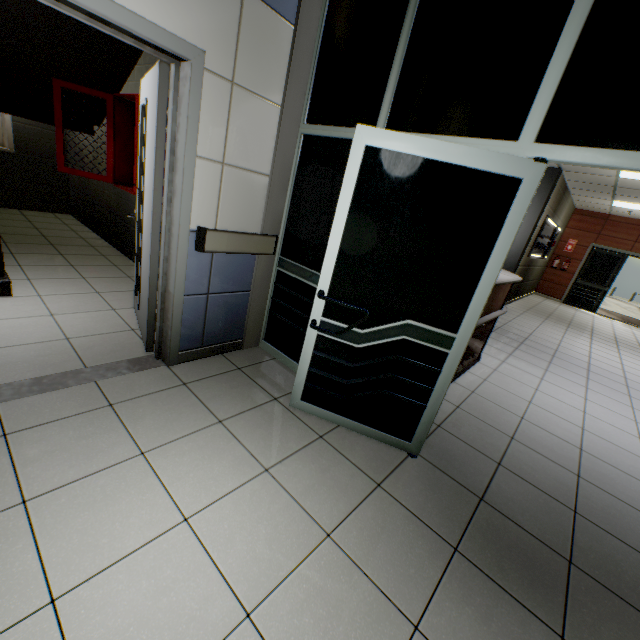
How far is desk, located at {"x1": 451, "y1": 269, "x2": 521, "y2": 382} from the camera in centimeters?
337cm

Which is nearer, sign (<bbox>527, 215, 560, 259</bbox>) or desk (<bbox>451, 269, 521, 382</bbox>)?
desk (<bbox>451, 269, 521, 382</bbox>)

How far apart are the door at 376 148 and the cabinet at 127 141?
2.4 meters

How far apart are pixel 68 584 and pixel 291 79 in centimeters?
313cm

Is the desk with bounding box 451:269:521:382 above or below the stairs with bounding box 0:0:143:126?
below

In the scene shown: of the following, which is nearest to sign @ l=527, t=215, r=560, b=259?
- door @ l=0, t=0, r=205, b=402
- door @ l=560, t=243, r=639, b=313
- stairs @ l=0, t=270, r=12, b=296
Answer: door @ l=560, t=243, r=639, b=313

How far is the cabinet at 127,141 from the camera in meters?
3.7 m

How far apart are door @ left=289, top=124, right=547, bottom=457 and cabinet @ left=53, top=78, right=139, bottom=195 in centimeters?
243cm
